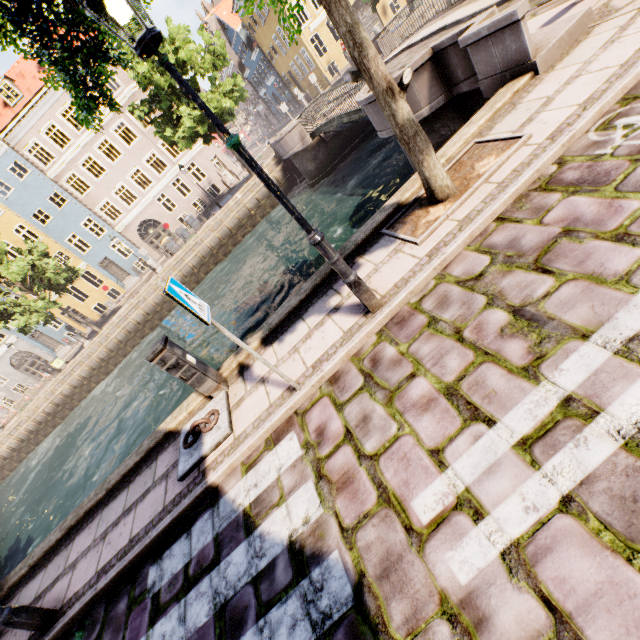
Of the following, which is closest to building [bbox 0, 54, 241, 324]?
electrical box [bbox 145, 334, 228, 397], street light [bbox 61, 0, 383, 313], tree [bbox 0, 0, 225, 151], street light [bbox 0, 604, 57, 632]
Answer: tree [bbox 0, 0, 225, 151]

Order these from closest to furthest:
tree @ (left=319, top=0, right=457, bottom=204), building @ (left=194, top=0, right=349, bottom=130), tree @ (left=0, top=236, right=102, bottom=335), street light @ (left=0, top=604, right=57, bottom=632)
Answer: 1. tree @ (left=319, top=0, right=457, bottom=204)
2. street light @ (left=0, top=604, right=57, bottom=632)
3. tree @ (left=0, top=236, right=102, bottom=335)
4. building @ (left=194, top=0, right=349, bottom=130)

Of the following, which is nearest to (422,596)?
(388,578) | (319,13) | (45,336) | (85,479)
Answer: (388,578)

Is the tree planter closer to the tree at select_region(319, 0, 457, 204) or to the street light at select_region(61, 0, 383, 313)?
the tree at select_region(319, 0, 457, 204)

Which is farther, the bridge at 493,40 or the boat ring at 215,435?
the bridge at 493,40

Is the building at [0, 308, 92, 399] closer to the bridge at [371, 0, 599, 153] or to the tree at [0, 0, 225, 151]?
the tree at [0, 0, 225, 151]

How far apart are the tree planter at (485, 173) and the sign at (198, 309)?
2.7m

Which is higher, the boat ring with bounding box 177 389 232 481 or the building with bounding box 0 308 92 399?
the building with bounding box 0 308 92 399
